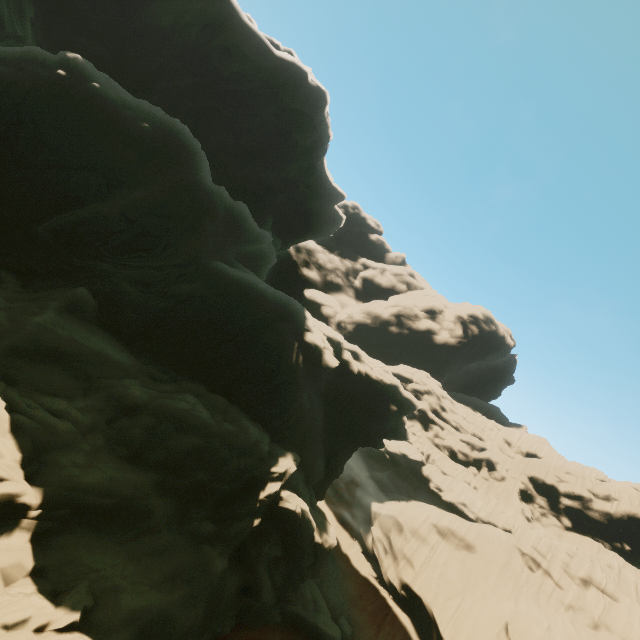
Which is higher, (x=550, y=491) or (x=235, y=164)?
(x=235, y=164)
